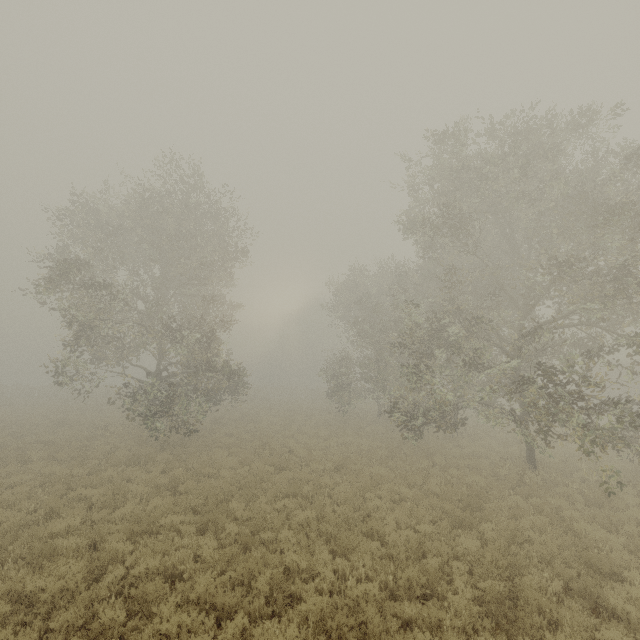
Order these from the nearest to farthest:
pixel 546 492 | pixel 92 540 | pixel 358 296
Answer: pixel 92 540 < pixel 546 492 < pixel 358 296
